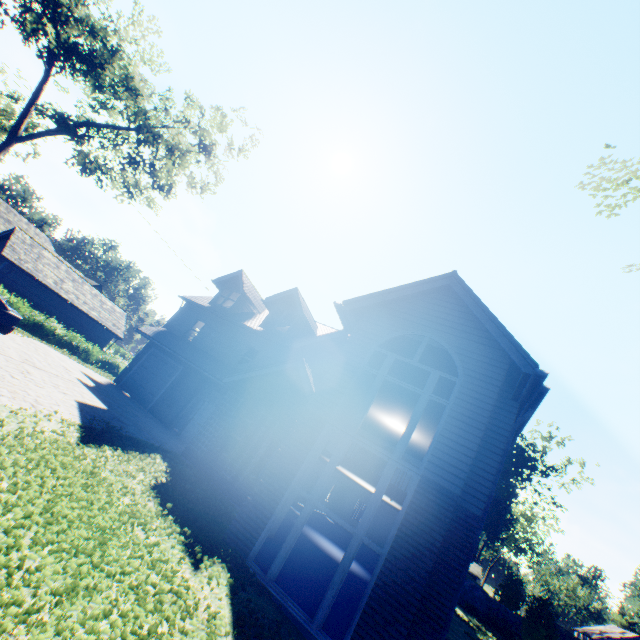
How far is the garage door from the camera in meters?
18.8 m

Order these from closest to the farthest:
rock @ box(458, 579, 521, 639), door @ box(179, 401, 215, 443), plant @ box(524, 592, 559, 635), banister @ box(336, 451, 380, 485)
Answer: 1. banister @ box(336, 451, 380, 485)
2. door @ box(179, 401, 215, 443)
3. plant @ box(524, 592, 559, 635)
4. rock @ box(458, 579, 521, 639)

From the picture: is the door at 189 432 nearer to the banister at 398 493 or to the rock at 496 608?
the banister at 398 493

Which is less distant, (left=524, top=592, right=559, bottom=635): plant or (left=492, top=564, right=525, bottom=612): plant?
(left=524, top=592, right=559, bottom=635): plant

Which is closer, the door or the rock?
the door

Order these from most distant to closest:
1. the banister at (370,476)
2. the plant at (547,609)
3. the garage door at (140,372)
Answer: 1. the plant at (547,609)
2. the garage door at (140,372)
3. the banister at (370,476)

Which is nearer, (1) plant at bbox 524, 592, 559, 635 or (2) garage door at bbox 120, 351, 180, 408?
(2) garage door at bbox 120, 351, 180, 408

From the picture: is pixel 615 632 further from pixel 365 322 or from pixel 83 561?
pixel 83 561
